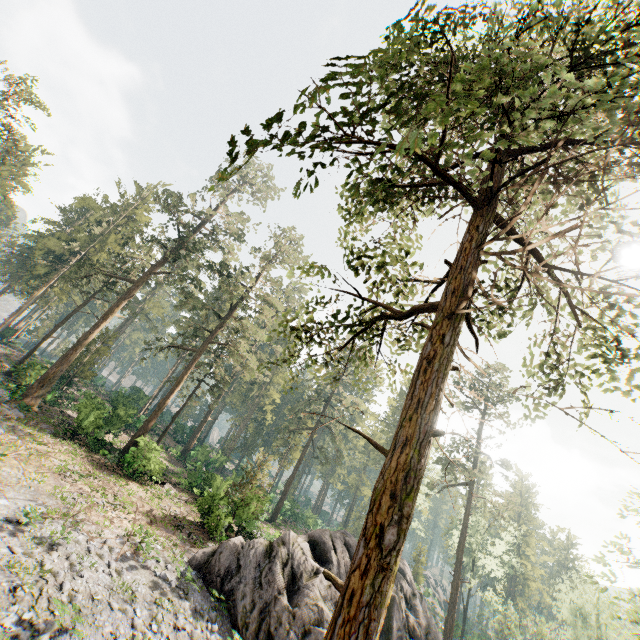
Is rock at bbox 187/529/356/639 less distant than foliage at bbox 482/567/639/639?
Yes

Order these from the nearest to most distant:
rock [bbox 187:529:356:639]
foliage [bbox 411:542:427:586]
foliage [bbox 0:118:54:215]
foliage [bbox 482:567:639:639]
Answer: rock [bbox 187:529:356:639], foliage [bbox 482:567:639:639], foliage [bbox 0:118:54:215], foliage [bbox 411:542:427:586]

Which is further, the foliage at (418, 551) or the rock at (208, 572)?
the foliage at (418, 551)

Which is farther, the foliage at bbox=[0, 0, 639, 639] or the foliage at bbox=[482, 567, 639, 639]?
the foliage at bbox=[482, 567, 639, 639]

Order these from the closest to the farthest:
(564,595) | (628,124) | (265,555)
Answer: (628,124) < (265,555) < (564,595)
